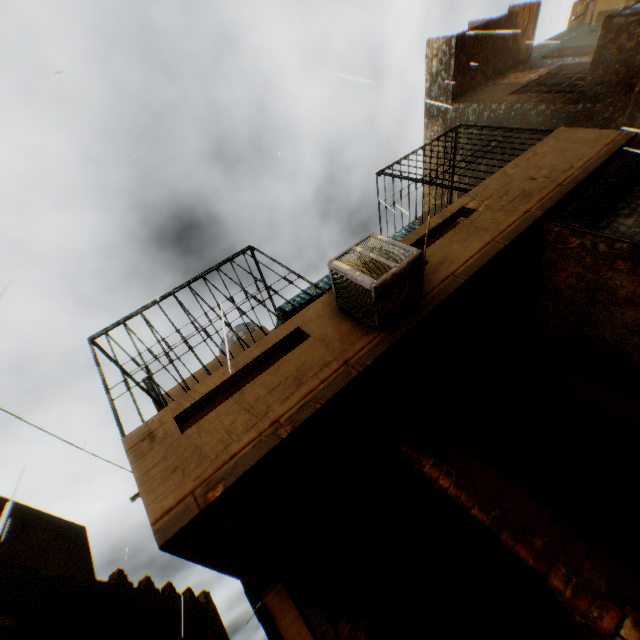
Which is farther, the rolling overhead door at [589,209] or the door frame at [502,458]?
the rolling overhead door at [589,209]

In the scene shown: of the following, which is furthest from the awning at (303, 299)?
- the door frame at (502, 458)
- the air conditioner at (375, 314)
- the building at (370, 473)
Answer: the door frame at (502, 458)

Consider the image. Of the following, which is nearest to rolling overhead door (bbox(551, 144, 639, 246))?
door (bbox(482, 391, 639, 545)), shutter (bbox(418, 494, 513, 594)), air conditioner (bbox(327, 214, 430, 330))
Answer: air conditioner (bbox(327, 214, 430, 330))

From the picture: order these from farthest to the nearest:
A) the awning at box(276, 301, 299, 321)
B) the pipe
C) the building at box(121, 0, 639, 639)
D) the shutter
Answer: the awning at box(276, 301, 299, 321) → the shutter → the pipe → the building at box(121, 0, 639, 639)

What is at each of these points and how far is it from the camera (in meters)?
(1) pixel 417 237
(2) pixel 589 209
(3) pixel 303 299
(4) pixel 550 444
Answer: (1) building, 5.15
(2) rolling overhead door, 4.96
(3) awning, 6.34
(4) door, 4.91

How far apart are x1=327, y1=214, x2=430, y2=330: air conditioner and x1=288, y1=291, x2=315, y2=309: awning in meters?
1.9 m

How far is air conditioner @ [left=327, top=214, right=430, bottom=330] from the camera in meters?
3.5 m
